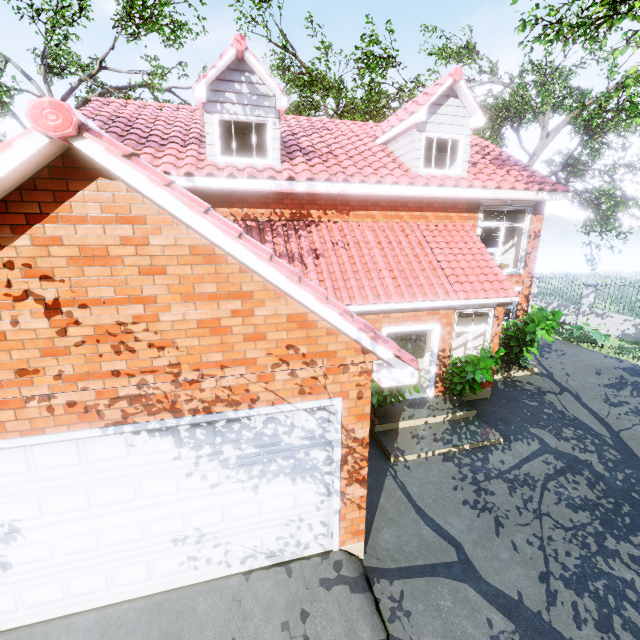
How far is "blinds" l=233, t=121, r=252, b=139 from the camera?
8.6m

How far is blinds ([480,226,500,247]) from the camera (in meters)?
13.18

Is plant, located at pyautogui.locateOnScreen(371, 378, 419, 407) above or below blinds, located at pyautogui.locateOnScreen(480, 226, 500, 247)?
below

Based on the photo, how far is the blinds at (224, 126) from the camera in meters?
8.5 m

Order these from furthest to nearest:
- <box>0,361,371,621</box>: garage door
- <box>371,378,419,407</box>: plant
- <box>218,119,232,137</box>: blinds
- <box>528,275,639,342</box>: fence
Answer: <box>528,275,639,342</box>: fence < <box>218,119,232,137</box>: blinds < <box>371,378,419,407</box>: plant < <box>0,361,371,621</box>: garage door

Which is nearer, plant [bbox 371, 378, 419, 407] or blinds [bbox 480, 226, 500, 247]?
plant [bbox 371, 378, 419, 407]

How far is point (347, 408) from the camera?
4.31m
